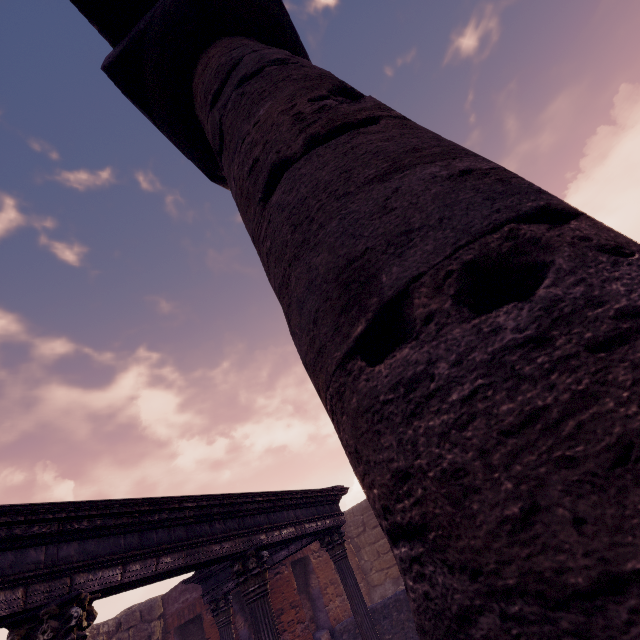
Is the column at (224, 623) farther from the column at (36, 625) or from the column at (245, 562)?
the column at (36, 625)

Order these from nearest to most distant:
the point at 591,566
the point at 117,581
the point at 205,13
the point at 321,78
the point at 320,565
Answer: the point at 591,566 → the point at 321,78 → the point at 205,13 → the point at 117,581 → the point at 320,565

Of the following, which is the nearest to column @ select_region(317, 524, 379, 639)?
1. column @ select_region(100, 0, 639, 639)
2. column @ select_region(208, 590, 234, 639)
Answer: column @ select_region(208, 590, 234, 639)

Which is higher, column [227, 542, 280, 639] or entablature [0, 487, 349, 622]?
entablature [0, 487, 349, 622]

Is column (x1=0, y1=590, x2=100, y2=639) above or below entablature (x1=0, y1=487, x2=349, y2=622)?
below

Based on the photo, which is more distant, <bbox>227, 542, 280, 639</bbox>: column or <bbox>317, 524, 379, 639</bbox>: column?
<bbox>317, 524, 379, 639</bbox>: column

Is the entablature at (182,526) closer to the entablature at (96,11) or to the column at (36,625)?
the column at (36,625)

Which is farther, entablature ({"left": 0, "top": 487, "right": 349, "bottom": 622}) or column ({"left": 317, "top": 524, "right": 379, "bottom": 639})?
column ({"left": 317, "top": 524, "right": 379, "bottom": 639})
